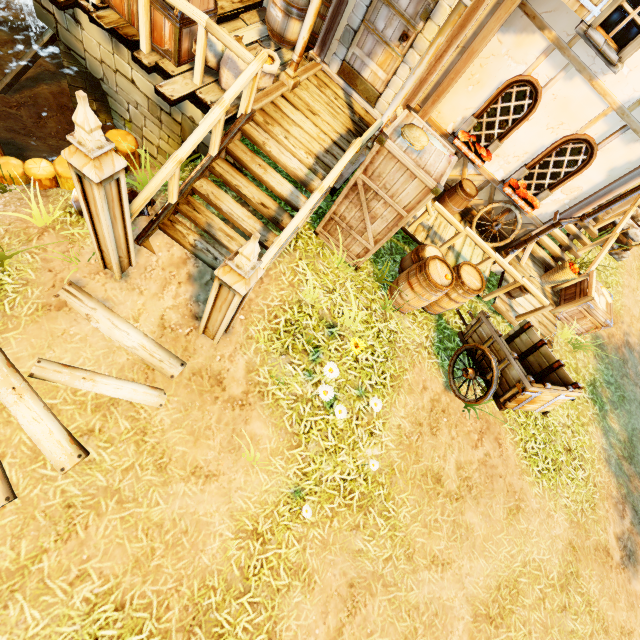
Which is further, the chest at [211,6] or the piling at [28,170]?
the piling at [28,170]

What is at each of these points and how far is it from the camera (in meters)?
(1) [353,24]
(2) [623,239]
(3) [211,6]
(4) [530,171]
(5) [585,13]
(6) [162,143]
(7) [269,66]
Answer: (1) doorway, 5.51
(2) log, 9.19
(3) chest, 4.51
(4) window, 6.59
(5) window shutters, 4.68
(6) stone arch, 5.81
(7) bag, 4.95

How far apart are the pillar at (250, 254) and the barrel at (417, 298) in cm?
292

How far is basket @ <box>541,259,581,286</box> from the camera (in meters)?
7.66

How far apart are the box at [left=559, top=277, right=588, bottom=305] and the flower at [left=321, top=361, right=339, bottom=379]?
6.8 meters

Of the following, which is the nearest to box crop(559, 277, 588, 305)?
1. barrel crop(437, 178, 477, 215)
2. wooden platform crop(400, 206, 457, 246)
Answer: wooden platform crop(400, 206, 457, 246)

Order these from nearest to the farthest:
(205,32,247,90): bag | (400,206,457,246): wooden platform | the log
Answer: (205,32,247,90): bag < (400,206,457,246): wooden platform < the log

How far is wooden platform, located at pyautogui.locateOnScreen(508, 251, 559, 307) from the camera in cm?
800
